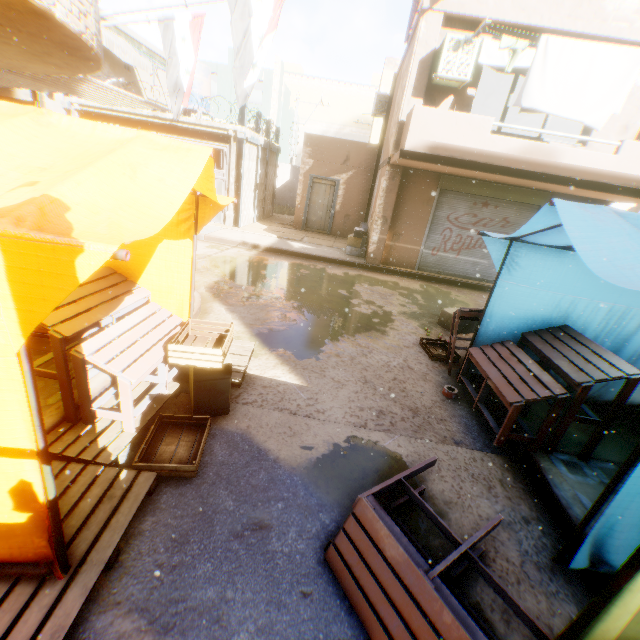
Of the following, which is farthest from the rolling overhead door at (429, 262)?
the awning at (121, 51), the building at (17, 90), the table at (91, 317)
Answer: the awning at (121, 51)

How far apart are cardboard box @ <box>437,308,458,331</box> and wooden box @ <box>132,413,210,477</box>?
5.5 meters

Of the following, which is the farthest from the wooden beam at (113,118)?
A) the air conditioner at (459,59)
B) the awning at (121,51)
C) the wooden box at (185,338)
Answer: the wooden box at (185,338)

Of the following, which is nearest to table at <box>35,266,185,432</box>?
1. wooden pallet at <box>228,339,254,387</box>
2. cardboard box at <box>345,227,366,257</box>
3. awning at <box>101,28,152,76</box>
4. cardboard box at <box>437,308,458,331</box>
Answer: wooden pallet at <box>228,339,254,387</box>

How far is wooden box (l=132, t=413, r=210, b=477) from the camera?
2.8 meters

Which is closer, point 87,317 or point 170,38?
point 87,317

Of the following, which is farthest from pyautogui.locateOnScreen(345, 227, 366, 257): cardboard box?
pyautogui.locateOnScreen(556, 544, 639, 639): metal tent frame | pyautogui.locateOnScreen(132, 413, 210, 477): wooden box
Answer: pyautogui.locateOnScreen(556, 544, 639, 639): metal tent frame

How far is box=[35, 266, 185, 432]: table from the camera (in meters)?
2.77
